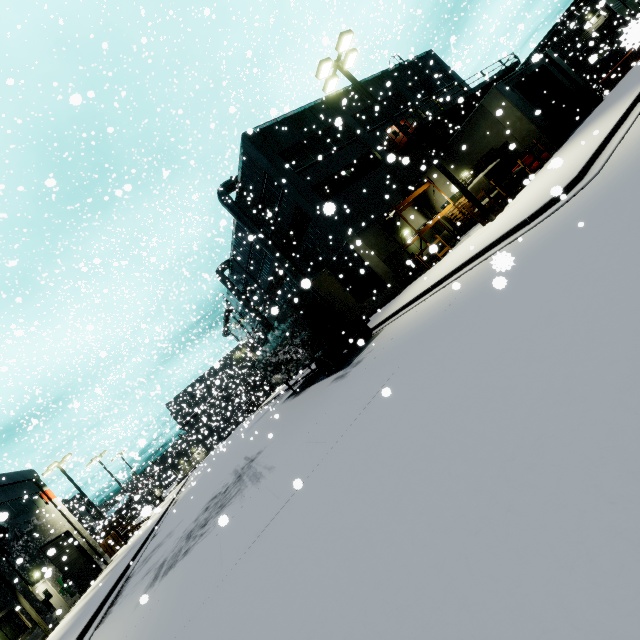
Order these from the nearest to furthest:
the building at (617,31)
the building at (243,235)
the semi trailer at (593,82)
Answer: the building at (617,31), the building at (243,235), the semi trailer at (593,82)

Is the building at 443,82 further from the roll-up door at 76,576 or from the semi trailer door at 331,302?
the semi trailer door at 331,302

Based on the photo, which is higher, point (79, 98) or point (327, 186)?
point (327, 186)

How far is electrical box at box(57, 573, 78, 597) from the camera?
21.0 meters

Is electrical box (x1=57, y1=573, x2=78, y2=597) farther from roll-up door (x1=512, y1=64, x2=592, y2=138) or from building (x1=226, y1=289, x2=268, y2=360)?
roll-up door (x1=512, y1=64, x2=592, y2=138)

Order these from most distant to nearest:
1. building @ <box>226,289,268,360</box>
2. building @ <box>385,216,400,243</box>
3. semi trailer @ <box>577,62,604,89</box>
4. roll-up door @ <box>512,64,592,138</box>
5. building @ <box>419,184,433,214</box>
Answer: semi trailer @ <box>577,62,604,89</box> < building @ <box>226,289,268,360</box> < building @ <box>419,184,433,214</box> < building @ <box>385,216,400,243</box> < roll-up door @ <box>512,64,592,138</box>

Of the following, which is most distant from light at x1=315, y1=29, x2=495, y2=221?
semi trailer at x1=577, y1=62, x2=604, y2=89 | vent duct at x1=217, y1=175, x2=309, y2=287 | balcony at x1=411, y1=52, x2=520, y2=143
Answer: balcony at x1=411, y1=52, x2=520, y2=143

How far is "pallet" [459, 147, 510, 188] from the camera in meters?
18.3
